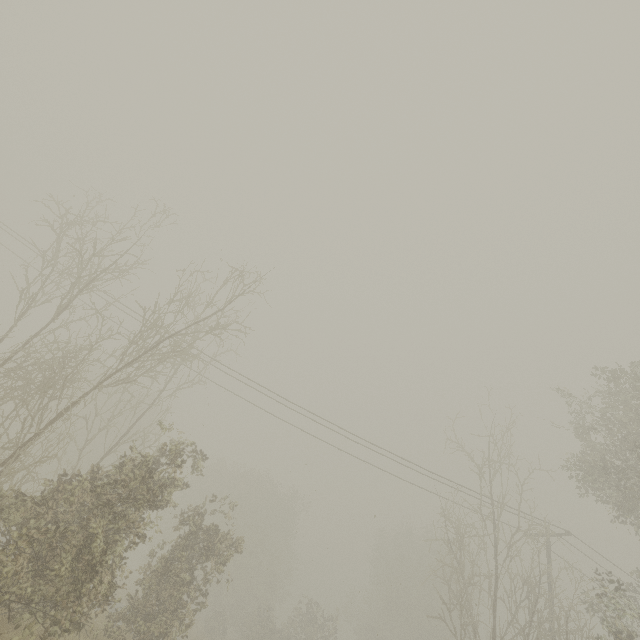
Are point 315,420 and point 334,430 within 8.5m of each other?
yes
